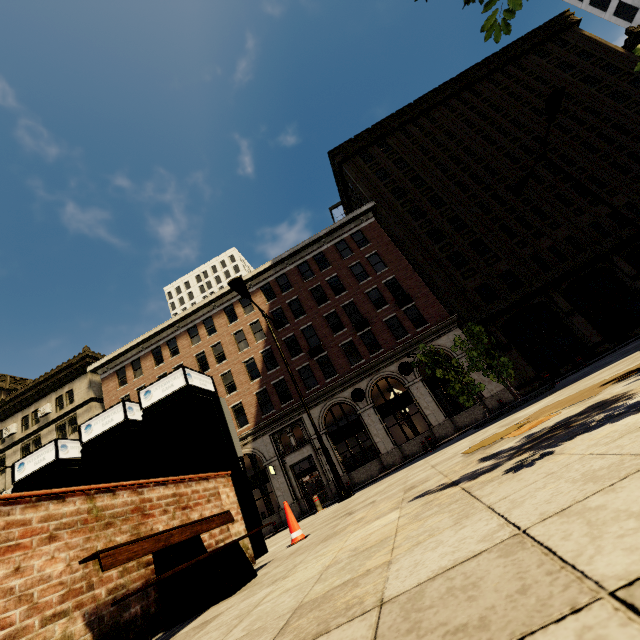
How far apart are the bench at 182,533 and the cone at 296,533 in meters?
0.7

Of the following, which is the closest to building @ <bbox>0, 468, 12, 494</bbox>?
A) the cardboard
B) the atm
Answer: the atm

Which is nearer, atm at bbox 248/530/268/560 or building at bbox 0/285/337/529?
atm at bbox 248/530/268/560

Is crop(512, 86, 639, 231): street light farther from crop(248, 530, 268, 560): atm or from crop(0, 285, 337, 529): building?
crop(248, 530, 268, 560): atm

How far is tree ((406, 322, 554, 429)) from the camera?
A: 10.0 meters

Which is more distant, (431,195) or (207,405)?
(431,195)

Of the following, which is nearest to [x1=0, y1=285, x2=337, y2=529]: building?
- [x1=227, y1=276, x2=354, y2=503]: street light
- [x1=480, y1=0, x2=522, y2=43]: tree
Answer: [x1=227, y1=276, x2=354, y2=503]: street light

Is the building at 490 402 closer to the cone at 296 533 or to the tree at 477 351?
the tree at 477 351
